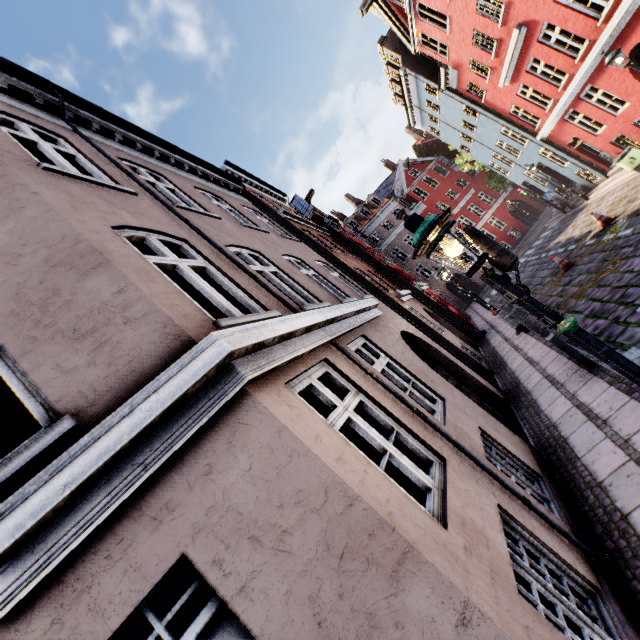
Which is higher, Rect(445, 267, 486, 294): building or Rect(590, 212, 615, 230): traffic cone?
Rect(445, 267, 486, 294): building

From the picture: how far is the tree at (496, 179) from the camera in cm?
2781

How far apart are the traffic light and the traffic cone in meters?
12.1 m

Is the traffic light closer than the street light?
Yes

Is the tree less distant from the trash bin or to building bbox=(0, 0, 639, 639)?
building bbox=(0, 0, 639, 639)

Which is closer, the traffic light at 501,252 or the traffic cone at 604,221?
the traffic light at 501,252

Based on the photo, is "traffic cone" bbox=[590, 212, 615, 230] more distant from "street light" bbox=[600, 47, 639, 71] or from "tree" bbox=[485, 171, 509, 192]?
"tree" bbox=[485, 171, 509, 192]

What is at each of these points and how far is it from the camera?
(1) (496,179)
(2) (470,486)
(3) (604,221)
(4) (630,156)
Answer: (1) tree, 28.0m
(2) building, 3.4m
(3) traffic cone, 12.3m
(4) trash bin, 13.0m
